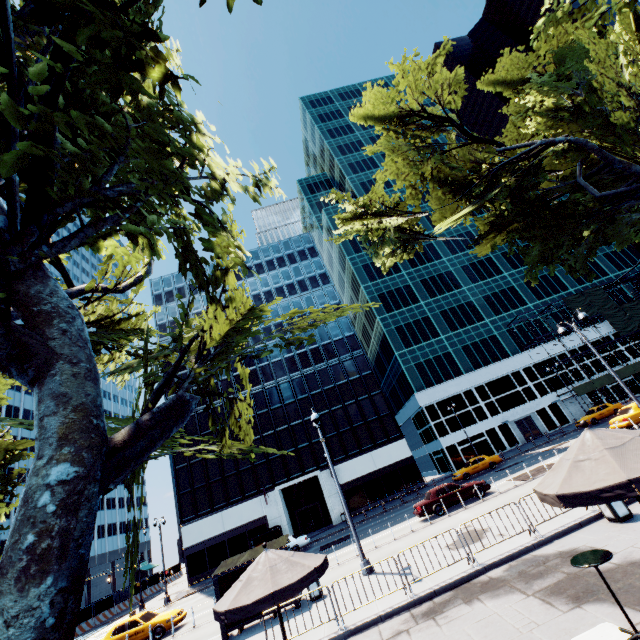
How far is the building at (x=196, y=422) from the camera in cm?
4409

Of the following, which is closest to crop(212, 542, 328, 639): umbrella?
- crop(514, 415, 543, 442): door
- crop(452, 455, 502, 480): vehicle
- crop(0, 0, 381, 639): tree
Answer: crop(0, 0, 381, 639): tree

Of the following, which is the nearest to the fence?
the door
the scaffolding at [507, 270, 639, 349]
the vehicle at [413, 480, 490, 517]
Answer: the vehicle at [413, 480, 490, 517]

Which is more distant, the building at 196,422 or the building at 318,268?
the building at 318,268

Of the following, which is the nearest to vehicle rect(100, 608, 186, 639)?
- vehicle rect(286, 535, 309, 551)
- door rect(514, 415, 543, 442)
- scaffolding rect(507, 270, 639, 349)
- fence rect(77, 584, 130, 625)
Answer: vehicle rect(286, 535, 309, 551)

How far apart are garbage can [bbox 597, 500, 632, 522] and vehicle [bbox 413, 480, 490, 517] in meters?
12.0 m

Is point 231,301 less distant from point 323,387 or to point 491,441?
point 323,387

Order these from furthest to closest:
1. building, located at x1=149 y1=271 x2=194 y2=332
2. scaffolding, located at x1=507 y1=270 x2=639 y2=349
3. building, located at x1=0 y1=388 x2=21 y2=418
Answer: building, located at x1=0 y1=388 x2=21 y2=418 < building, located at x1=149 y1=271 x2=194 y2=332 < scaffolding, located at x1=507 y1=270 x2=639 y2=349
